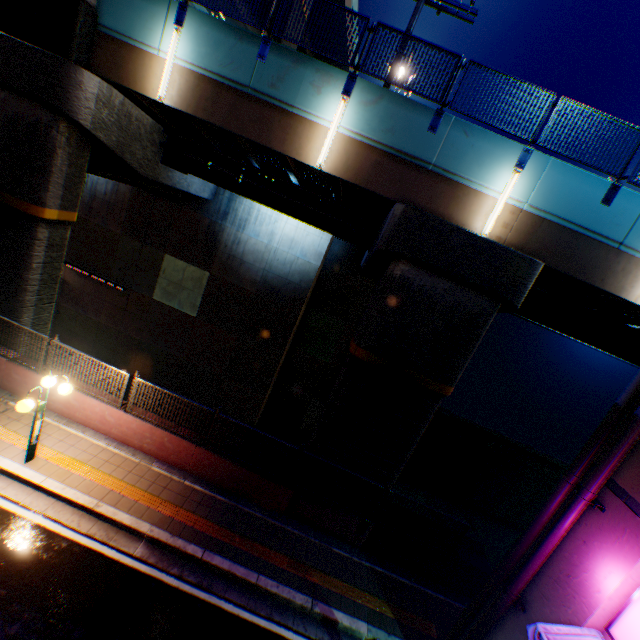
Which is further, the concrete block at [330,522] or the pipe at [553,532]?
the concrete block at [330,522]

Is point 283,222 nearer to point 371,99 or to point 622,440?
point 371,99

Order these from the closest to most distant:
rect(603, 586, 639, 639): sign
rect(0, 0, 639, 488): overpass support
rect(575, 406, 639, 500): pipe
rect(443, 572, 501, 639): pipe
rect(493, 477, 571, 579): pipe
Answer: rect(603, 586, 639, 639): sign, rect(575, 406, 639, 500): pipe, rect(493, 477, 571, 579): pipe, rect(443, 572, 501, 639): pipe, rect(0, 0, 639, 488): overpass support

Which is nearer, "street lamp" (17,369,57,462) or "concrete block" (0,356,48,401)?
"street lamp" (17,369,57,462)

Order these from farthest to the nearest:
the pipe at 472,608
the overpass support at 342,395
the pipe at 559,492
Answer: the overpass support at 342,395, the pipe at 472,608, the pipe at 559,492

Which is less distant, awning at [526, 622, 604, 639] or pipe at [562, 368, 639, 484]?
awning at [526, 622, 604, 639]

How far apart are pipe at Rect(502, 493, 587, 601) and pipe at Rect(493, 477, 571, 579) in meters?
0.1 m

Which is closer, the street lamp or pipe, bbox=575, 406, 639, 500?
pipe, bbox=575, 406, 639, 500
